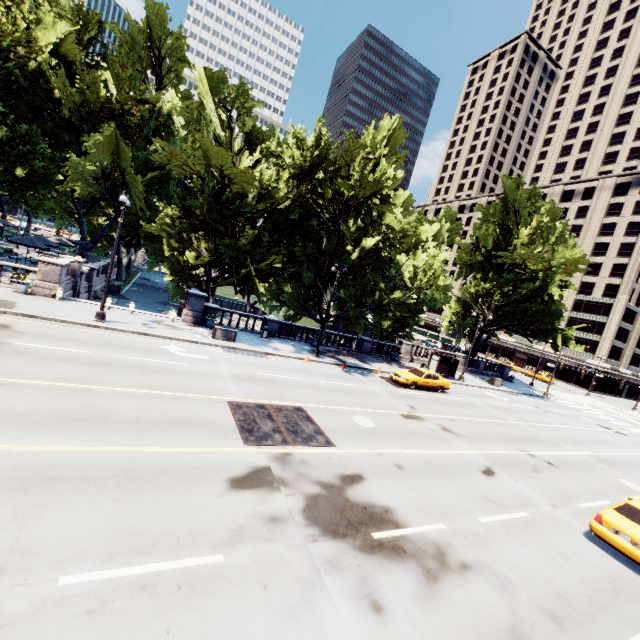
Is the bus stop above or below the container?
above

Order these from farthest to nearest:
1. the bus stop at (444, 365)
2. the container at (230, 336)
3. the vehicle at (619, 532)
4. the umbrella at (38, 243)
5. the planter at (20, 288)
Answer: the bus stop at (444, 365) → the umbrella at (38, 243) → the container at (230, 336) → the planter at (20, 288) → the vehicle at (619, 532)

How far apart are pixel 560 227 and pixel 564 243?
1.8m

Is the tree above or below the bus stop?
above

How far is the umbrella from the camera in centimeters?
2738cm

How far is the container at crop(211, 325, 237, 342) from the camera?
22.00m

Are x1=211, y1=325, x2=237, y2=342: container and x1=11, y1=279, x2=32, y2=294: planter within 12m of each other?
yes

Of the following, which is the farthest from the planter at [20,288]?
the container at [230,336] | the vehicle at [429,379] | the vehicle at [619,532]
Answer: the vehicle at [619,532]
